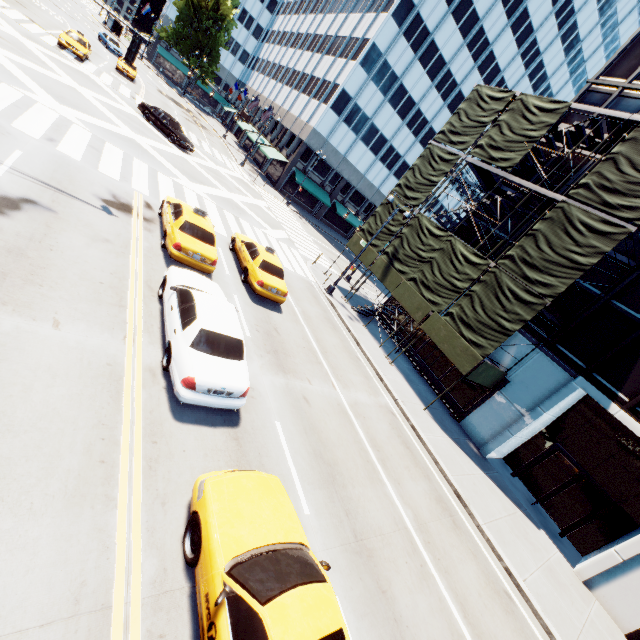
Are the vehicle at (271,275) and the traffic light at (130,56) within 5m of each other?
no

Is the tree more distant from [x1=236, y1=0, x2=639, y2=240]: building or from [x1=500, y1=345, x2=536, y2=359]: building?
[x1=500, y1=345, x2=536, y2=359]: building

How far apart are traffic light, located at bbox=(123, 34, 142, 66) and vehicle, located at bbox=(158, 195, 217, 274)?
4.32m

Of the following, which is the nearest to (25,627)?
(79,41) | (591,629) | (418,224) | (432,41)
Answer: (591,629)

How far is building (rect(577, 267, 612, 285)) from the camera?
15.9m

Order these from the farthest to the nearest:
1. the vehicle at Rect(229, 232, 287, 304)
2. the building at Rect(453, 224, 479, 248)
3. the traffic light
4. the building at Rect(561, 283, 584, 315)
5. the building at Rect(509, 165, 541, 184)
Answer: the building at Rect(453, 224, 479, 248), the building at Rect(509, 165, 541, 184), the building at Rect(561, 283, 584, 315), the vehicle at Rect(229, 232, 287, 304), the traffic light

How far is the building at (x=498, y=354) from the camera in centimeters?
1772cm

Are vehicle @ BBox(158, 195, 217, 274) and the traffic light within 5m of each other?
yes
